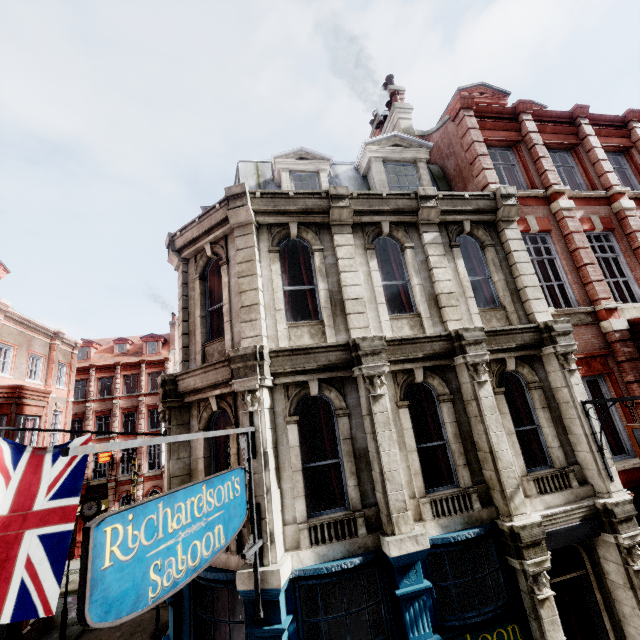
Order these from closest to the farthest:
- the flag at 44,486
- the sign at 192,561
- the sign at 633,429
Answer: the sign at 192,561
the flag at 44,486
the sign at 633,429

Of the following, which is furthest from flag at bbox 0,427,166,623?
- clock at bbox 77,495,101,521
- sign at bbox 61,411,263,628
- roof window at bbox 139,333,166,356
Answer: roof window at bbox 139,333,166,356

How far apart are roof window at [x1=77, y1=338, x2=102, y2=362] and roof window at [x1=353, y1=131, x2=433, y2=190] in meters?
38.4 m

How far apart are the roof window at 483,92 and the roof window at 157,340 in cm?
Answer: 3564

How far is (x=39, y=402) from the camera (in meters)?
17.52

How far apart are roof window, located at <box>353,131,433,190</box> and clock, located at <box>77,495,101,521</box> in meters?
23.4 m

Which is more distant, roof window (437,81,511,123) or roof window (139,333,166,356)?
roof window (139,333,166,356)

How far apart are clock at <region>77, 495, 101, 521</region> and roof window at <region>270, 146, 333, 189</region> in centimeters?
2162cm
